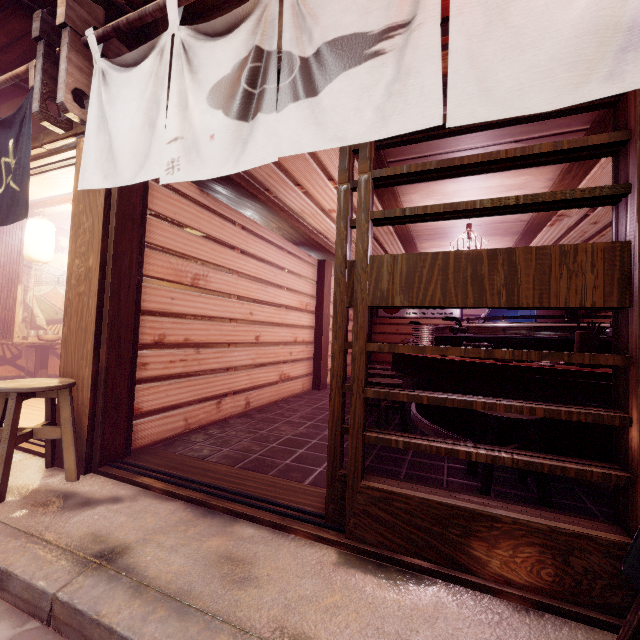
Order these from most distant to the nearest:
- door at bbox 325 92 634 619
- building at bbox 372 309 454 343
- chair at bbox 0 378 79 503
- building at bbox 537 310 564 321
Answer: building at bbox 372 309 454 343
building at bbox 537 310 564 321
chair at bbox 0 378 79 503
door at bbox 325 92 634 619

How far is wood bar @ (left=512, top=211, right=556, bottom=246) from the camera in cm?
753

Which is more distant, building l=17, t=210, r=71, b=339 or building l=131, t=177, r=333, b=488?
building l=17, t=210, r=71, b=339

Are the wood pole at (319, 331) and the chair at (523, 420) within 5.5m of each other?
no

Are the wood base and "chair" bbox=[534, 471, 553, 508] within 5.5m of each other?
no

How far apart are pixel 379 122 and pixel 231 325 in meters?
6.0 m

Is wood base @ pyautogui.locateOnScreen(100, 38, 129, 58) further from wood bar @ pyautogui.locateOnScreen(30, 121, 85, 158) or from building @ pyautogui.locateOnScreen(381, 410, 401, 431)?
building @ pyautogui.locateOnScreen(381, 410, 401, 431)

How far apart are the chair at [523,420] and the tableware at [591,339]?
1.18m
